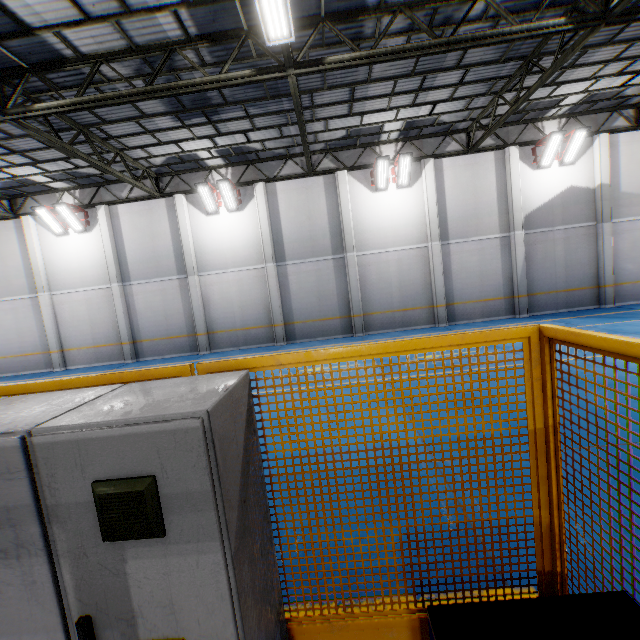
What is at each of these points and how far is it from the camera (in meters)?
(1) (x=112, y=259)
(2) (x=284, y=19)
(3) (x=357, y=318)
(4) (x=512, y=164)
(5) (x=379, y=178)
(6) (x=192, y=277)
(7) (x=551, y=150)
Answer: (1) cement column, 16.09
(2) light, 6.08
(3) cement column, 15.91
(4) cement column, 14.89
(5) light, 14.88
(6) cement column, 16.03
(7) light, 14.34

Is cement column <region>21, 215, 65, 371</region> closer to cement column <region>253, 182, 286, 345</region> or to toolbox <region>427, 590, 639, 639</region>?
cement column <region>253, 182, 286, 345</region>

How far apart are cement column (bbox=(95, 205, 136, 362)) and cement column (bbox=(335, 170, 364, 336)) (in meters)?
11.35

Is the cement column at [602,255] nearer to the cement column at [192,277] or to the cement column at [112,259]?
the cement column at [192,277]

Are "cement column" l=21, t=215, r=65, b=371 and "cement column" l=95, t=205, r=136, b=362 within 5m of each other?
yes

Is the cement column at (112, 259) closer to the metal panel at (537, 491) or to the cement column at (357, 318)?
the cement column at (357, 318)

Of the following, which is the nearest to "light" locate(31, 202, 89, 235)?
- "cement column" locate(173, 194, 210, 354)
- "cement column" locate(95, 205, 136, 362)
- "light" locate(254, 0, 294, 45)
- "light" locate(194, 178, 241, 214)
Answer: "cement column" locate(95, 205, 136, 362)

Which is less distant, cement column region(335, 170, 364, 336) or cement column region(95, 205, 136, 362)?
cement column region(335, 170, 364, 336)
